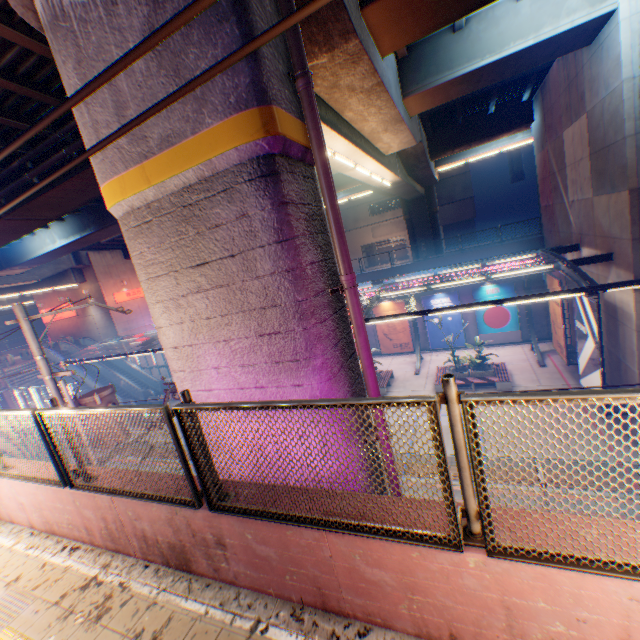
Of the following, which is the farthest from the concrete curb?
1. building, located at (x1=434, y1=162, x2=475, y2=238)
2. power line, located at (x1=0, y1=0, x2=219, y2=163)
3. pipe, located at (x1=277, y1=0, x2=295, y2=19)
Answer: building, located at (x1=434, y1=162, x2=475, y2=238)

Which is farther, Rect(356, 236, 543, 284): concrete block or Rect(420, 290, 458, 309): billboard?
Rect(420, 290, 458, 309): billboard

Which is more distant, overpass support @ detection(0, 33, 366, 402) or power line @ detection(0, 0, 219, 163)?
overpass support @ detection(0, 33, 366, 402)

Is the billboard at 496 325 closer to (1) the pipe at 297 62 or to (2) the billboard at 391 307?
(2) the billboard at 391 307

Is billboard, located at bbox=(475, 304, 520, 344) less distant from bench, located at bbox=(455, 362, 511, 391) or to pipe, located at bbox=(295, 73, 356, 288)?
bench, located at bbox=(455, 362, 511, 391)

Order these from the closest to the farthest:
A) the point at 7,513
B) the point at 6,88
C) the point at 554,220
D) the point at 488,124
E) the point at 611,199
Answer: the point at 7,513 < the point at 6,88 < the point at 611,199 < the point at 554,220 < the point at 488,124

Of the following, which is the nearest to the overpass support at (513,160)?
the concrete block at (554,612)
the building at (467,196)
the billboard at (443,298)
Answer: the concrete block at (554,612)

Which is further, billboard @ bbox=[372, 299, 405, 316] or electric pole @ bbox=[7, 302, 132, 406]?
billboard @ bbox=[372, 299, 405, 316]
